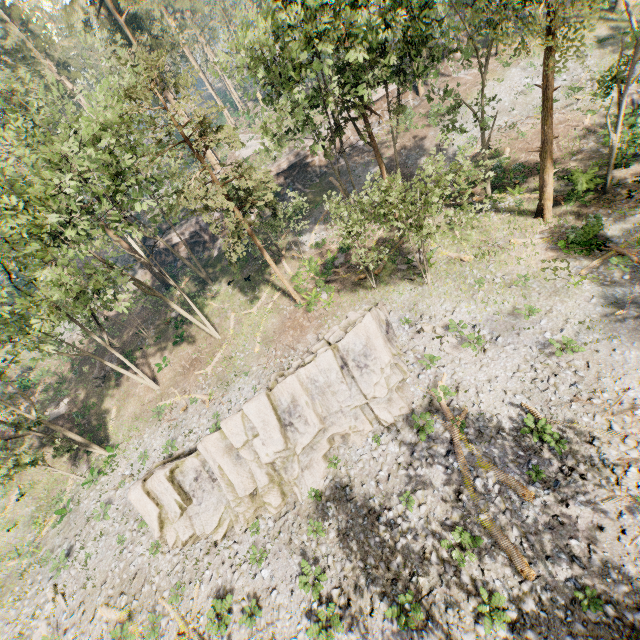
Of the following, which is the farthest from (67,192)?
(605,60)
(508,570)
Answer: (605,60)

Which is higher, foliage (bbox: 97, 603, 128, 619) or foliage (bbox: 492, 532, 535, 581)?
foliage (bbox: 97, 603, 128, 619)

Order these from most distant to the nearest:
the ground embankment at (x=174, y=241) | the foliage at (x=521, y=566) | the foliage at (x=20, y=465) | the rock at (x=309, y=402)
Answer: the ground embankment at (x=174, y=241), the foliage at (x=20, y=465), the rock at (x=309, y=402), the foliage at (x=521, y=566)

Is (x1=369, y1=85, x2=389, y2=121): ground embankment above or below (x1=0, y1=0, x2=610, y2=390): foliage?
below

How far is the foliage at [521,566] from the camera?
11.6 meters

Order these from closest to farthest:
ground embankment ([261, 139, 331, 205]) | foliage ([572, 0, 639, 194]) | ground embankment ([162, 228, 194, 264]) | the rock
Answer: foliage ([572, 0, 639, 194])
the rock
ground embankment ([261, 139, 331, 205])
ground embankment ([162, 228, 194, 264])

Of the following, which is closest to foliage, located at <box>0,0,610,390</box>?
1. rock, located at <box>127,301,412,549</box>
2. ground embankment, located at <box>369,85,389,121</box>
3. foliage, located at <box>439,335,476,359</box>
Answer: ground embankment, located at <box>369,85,389,121</box>
